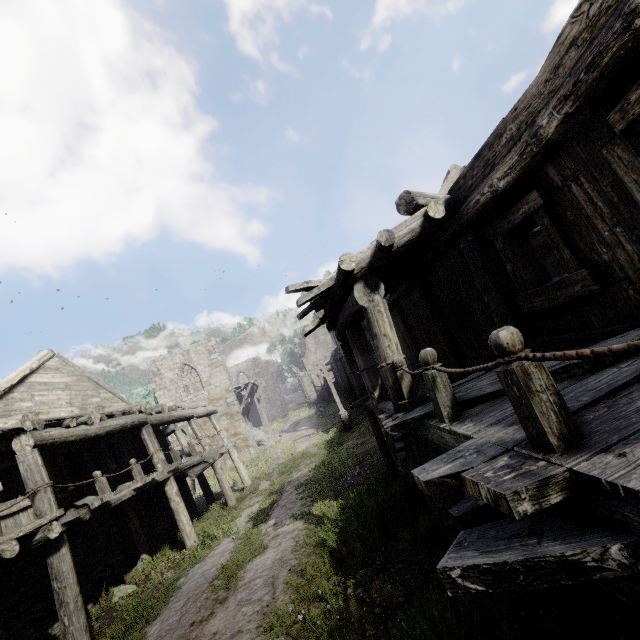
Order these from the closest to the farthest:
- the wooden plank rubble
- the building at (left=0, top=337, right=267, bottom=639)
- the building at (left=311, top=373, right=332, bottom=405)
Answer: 1. the building at (left=0, top=337, right=267, bottom=639)
2. the wooden plank rubble
3. the building at (left=311, top=373, right=332, bottom=405)

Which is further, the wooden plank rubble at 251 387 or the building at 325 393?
the building at 325 393

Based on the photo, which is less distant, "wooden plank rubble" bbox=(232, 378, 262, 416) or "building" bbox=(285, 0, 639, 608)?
"building" bbox=(285, 0, 639, 608)

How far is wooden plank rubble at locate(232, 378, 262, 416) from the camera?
28.62m

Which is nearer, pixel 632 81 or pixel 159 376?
pixel 632 81

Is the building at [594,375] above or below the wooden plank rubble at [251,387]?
below

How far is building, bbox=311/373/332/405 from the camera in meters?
41.2
